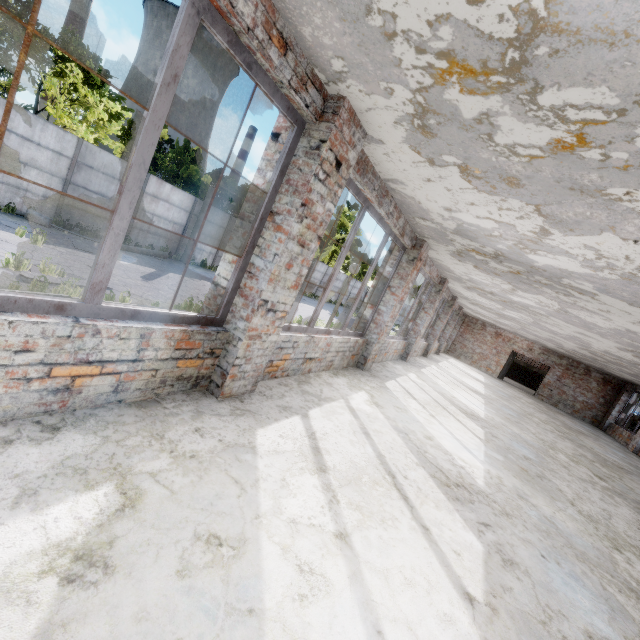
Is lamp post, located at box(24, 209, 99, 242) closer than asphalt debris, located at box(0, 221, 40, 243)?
No

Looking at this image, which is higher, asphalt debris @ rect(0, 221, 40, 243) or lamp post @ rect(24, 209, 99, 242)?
lamp post @ rect(24, 209, 99, 242)

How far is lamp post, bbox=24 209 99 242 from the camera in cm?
1228

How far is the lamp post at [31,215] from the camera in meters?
12.3

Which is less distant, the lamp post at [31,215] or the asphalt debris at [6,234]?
the asphalt debris at [6,234]

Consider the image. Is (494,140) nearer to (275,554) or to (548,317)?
(275,554)
